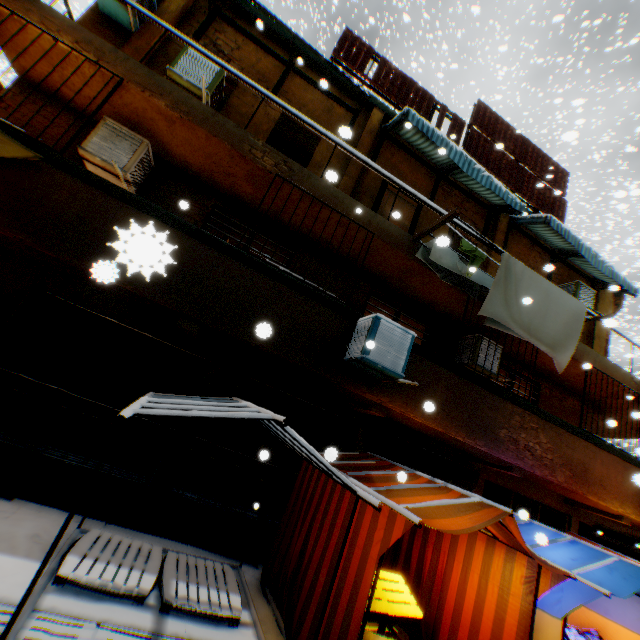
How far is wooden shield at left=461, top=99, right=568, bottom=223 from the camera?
10.2 meters

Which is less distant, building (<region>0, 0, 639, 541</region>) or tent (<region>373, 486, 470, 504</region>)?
tent (<region>373, 486, 470, 504</region>)

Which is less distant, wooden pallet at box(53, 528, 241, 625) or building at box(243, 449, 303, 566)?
wooden pallet at box(53, 528, 241, 625)

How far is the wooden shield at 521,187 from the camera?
10.2 meters

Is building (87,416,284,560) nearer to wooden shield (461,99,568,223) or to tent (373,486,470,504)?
tent (373,486,470,504)

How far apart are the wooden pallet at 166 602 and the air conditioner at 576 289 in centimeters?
1082cm

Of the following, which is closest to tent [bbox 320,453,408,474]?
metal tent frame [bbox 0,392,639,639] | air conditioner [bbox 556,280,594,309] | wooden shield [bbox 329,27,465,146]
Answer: metal tent frame [bbox 0,392,639,639]

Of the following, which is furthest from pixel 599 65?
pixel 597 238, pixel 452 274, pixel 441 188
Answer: pixel 452 274
